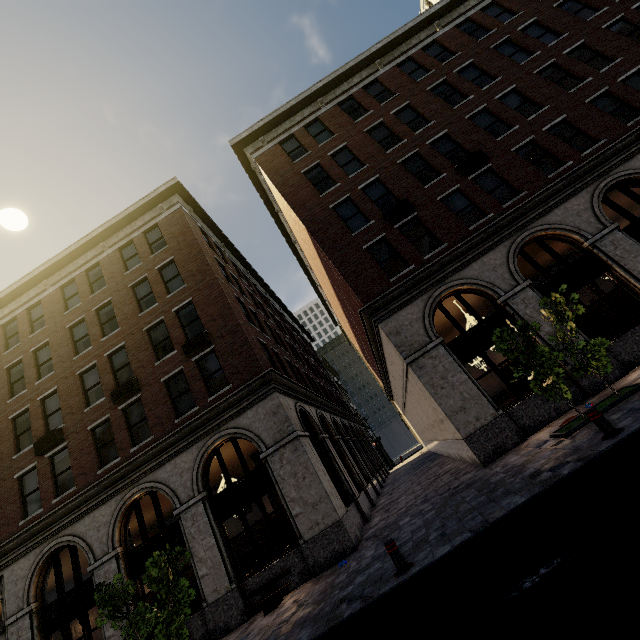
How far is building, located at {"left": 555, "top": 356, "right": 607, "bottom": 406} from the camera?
10.6 meters

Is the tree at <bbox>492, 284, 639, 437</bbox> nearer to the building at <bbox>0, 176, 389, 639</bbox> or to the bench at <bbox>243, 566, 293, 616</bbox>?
the building at <bbox>0, 176, 389, 639</bbox>

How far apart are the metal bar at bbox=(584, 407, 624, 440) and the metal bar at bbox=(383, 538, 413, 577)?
4.56m

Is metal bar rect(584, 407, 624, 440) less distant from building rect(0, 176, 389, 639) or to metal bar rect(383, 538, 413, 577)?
metal bar rect(383, 538, 413, 577)

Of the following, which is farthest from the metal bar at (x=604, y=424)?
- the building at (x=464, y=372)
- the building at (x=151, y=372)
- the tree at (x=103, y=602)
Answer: the tree at (x=103, y=602)

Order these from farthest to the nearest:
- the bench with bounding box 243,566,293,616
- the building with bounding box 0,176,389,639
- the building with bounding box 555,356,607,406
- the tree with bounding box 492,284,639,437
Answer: the building with bounding box 0,176,389,639 → the building with bounding box 555,356,607,406 → the bench with bounding box 243,566,293,616 → the tree with bounding box 492,284,639,437

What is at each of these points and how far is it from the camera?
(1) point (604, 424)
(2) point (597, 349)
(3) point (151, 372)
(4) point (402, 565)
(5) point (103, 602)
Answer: (1) metal bar, 6.4m
(2) tree, 8.6m
(3) building, 14.9m
(4) metal bar, 6.4m
(5) tree, 9.1m

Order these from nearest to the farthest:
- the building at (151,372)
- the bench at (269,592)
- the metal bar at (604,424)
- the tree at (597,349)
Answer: the metal bar at (604,424)
the tree at (597,349)
the bench at (269,592)
the building at (151,372)
